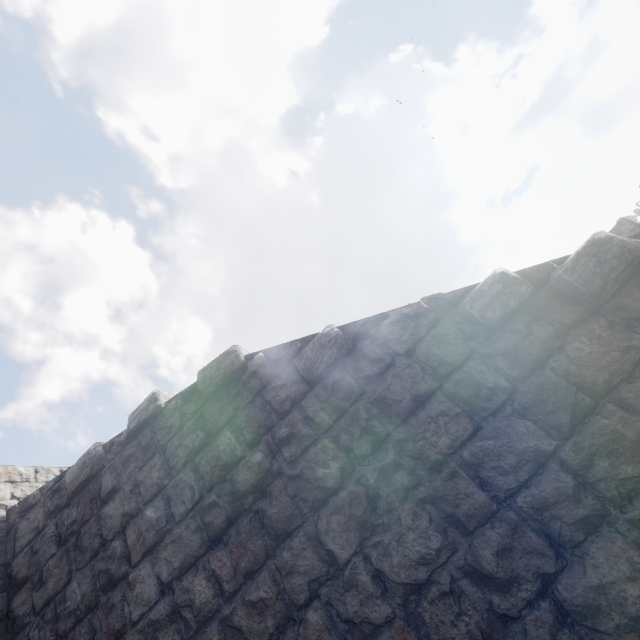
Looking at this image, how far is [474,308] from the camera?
3.22m
